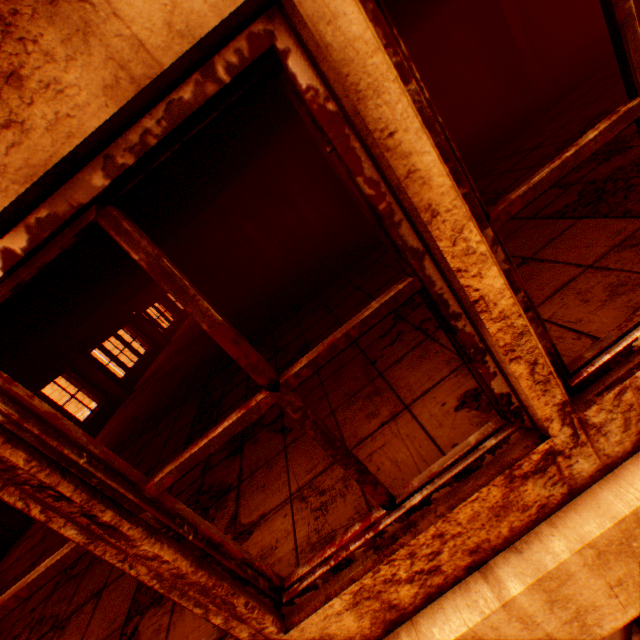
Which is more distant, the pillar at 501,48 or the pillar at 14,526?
the pillar at 501,48

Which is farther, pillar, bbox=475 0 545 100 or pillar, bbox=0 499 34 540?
pillar, bbox=475 0 545 100

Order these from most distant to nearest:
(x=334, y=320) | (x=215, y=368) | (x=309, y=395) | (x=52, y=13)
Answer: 1. (x=215, y=368)
2. (x=334, y=320)
3. (x=309, y=395)
4. (x=52, y=13)
